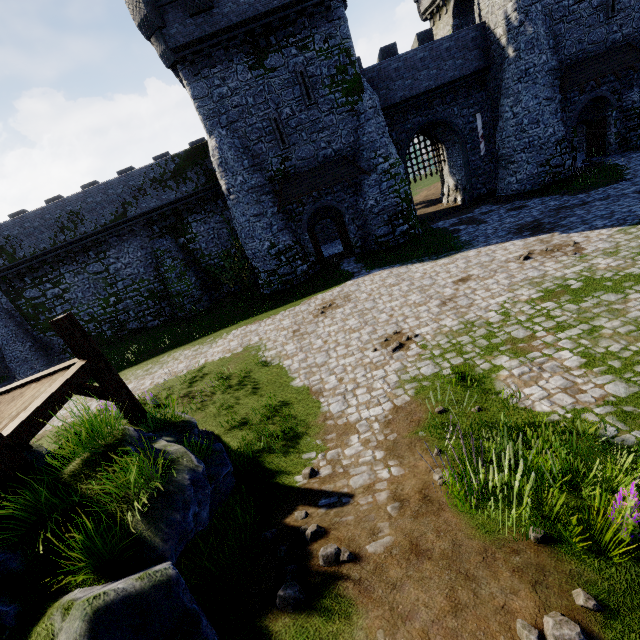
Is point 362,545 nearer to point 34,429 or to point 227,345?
point 34,429

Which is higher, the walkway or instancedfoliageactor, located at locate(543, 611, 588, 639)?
the walkway

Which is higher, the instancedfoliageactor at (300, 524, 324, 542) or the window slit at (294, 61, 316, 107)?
the window slit at (294, 61, 316, 107)

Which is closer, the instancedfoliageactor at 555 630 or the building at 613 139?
the instancedfoliageactor at 555 630

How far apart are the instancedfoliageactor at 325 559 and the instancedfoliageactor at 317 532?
0.3 meters

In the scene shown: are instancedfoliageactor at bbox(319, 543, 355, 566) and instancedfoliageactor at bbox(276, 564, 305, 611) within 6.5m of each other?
yes

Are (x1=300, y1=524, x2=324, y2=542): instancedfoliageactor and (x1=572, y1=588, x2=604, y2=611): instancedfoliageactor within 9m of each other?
yes

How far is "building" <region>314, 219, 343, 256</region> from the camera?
27.3m
